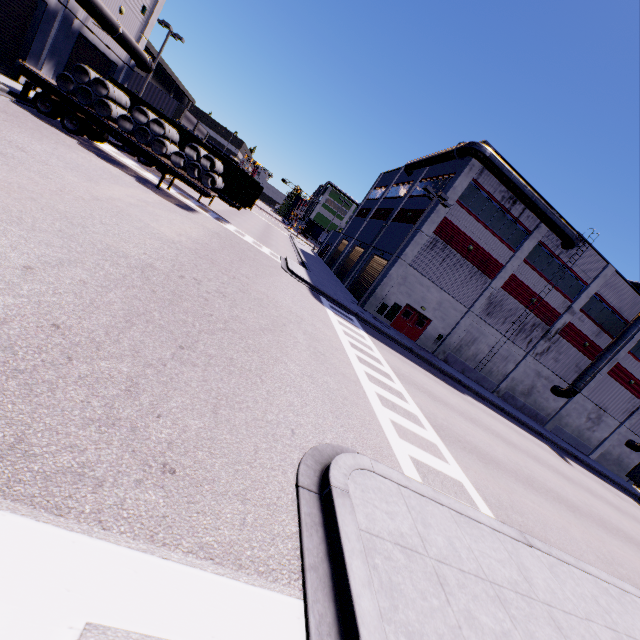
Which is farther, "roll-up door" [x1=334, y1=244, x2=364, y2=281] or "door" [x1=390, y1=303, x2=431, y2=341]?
"roll-up door" [x1=334, y1=244, x2=364, y2=281]

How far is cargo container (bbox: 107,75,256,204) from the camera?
21.8 meters

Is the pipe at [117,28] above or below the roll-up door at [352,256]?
above

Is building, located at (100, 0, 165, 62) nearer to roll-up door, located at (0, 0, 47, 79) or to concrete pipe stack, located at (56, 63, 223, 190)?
roll-up door, located at (0, 0, 47, 79)

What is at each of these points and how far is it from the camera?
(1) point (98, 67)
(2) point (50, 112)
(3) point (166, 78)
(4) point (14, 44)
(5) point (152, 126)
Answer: (1) roll-up door, 23.2m
(2) semi trailer, 15.6m
(3) building, 52.7m
(4) roll-up door, 16.9m
(5) concrete pipe stack, 16.7m

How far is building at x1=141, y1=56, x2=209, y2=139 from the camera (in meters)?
43.56

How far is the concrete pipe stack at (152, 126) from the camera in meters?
15.6

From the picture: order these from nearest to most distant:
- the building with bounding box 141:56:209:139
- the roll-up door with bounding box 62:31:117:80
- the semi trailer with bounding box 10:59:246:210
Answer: the semi trailer with bounding box 10:59:246:210 < the roll-up door with bounding box 62:31:117:80 < the building with bounding box 141:56:209:139
